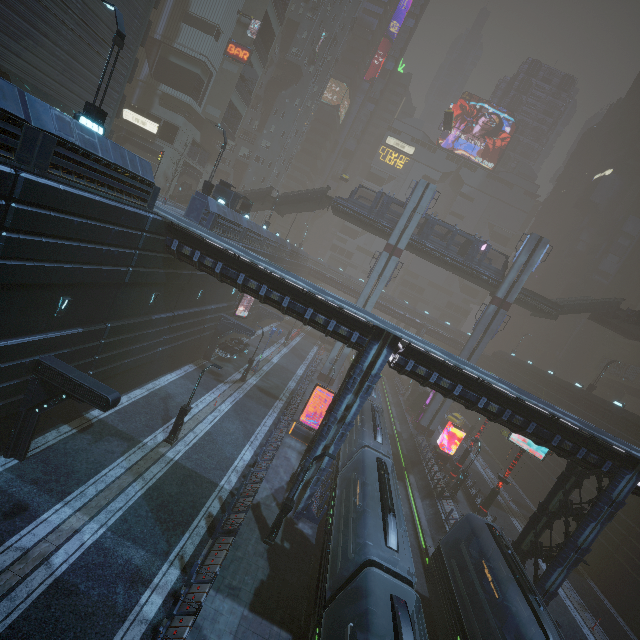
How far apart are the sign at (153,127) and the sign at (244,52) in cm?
1273

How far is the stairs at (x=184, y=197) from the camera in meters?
42.0

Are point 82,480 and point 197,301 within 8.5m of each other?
no

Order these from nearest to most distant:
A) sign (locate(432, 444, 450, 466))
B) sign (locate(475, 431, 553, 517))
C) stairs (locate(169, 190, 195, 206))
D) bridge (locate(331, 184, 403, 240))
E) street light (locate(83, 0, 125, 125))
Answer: street light (locate(83, 0, 125, 125)), sign (locate(475, 431, 553, 517)), sign (locate(432, 444, 450, 466)), bridge (locate(331, 184, 403, 240)), stairs (locate(169, 190, 195, 206))

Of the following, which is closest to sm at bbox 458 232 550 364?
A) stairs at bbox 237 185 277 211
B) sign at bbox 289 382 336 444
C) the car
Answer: stairs at bbox 237 185 277 211

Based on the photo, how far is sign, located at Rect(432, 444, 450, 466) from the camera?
34.3 meters

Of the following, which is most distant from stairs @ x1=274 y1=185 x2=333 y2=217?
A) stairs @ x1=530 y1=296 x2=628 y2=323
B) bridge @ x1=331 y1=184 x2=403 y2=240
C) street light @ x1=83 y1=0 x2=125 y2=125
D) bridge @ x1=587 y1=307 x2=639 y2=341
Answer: bridge @ x1=587 y1=307 x2=639 y2=341

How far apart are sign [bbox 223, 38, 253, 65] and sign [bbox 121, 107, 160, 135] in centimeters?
1273cm
